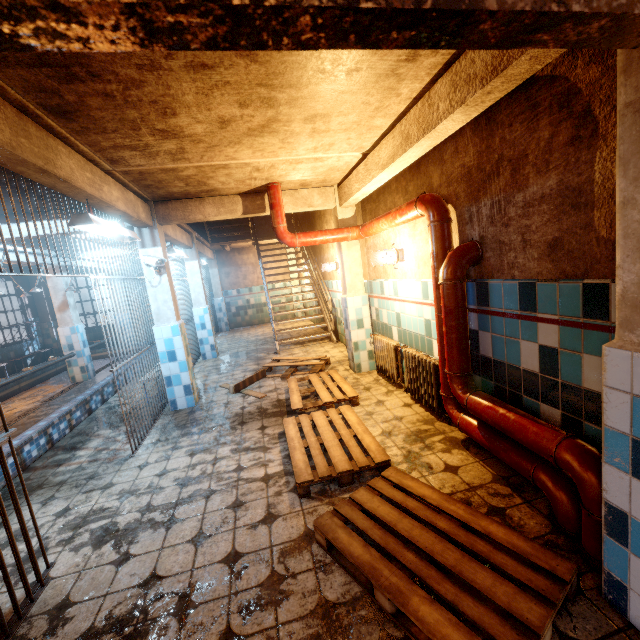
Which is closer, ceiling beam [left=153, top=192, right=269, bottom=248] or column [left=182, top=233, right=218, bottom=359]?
ceiling beam [left=153, top=192, right=269, bottom=248]

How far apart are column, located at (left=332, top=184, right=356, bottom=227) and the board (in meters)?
1.47

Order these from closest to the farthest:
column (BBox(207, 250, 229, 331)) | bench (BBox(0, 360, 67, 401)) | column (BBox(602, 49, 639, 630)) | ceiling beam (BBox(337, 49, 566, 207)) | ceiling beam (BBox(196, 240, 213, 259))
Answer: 1. column (BBox(602, 49, 639, 630))
2. ceiling beam (BBox(337, 49, 566, 207))
3. bench (BBox(0, 360, 67, 401))
4. ceiling beam (BBox(196, 240, 213, 259))
5. column (BBox(207, 250, 229, 331))

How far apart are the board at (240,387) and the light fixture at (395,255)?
2.6 meters

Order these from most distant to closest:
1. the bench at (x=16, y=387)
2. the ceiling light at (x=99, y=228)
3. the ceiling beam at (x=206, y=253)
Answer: the ceiling beam at (x=206, y=253) < the bench at (x=16, y=387) < the ceiling light at (x=99, y=228)

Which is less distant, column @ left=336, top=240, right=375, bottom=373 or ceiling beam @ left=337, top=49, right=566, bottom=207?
ceiling beam @ left=337, top=49, right=566, bottom=207

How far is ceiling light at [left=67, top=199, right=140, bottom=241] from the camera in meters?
2.7 m

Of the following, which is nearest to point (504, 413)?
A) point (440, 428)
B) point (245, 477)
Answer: point (440, 428)
